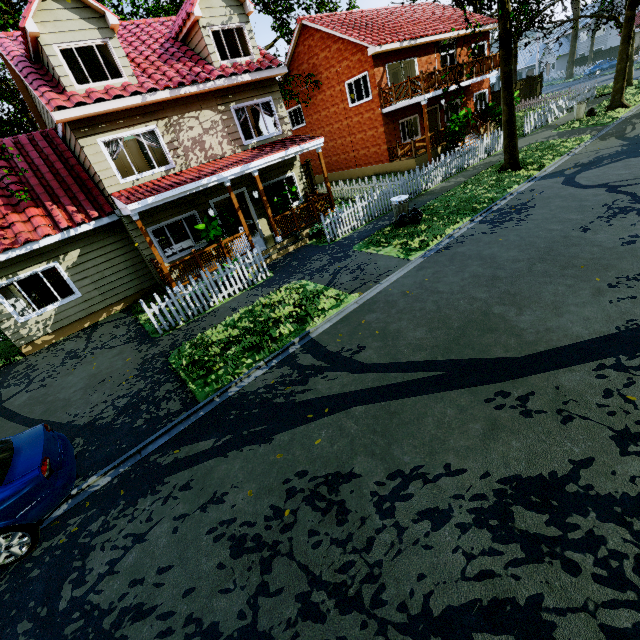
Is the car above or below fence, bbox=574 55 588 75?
below

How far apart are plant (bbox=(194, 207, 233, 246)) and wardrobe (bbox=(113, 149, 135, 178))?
5.6m

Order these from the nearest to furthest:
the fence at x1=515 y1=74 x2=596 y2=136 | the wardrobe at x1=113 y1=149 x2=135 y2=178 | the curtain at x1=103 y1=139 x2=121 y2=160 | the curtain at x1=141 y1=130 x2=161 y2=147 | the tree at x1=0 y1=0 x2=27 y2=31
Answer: the curtain at x1=103 y1=139 x2=121 y2=160, the curtain at x1=141 y1=130 x2=161 y2=147, the tree at x1=0 y1=0 x2=27 y2=31, the wardrobe at x1=113 y1=149 x2=135 y2=178, the fence at x1=515 y1=74 x2=596 y2=136

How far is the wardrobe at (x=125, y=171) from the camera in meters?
14.4 m

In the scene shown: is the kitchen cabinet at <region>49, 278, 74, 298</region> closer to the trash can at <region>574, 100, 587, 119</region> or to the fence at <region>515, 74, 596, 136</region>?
the fence at <region>515, 74, 596, 136</region>

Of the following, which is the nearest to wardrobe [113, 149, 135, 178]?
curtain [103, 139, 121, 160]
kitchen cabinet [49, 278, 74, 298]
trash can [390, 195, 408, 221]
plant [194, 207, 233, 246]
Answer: kitchen cabinet [49, 278, 74, 298]

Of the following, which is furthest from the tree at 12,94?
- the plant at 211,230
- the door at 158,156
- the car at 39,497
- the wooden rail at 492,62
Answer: the plant at 211,230

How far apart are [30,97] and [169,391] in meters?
15.0 m
